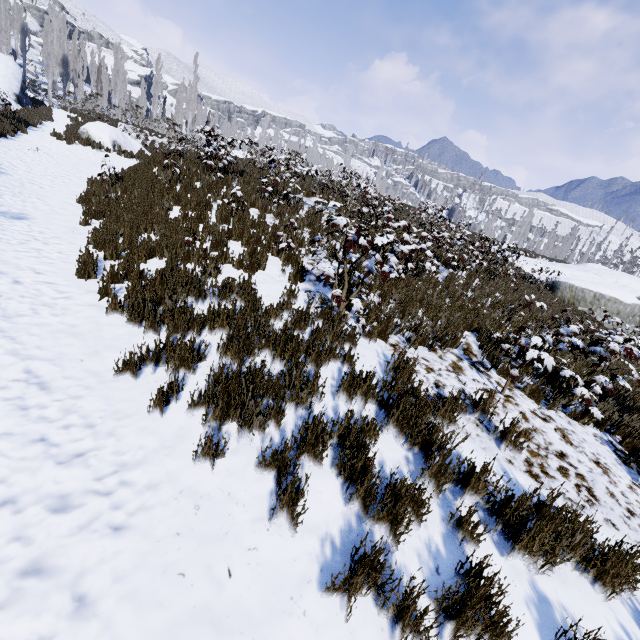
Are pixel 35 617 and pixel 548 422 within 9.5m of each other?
yes

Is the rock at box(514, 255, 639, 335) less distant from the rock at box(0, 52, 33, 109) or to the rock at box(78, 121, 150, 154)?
the rock at box(78, 121, 150, 154)

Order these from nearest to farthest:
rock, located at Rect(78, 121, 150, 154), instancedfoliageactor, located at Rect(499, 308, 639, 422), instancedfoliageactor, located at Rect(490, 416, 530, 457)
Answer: instancedfoliageactor, located at Rect(490, 416, 530, 457) < instancedfoliageactor, located at Rect(499, 308, 639, 422) < rock, located at Rect(78, 121, 150, 154)

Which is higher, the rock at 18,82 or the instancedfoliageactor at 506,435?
the rock at 18,82

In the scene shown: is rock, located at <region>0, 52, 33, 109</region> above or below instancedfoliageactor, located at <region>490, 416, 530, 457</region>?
above

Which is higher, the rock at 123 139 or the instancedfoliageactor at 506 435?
the rock at 123 139

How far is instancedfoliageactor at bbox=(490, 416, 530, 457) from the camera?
3.6m

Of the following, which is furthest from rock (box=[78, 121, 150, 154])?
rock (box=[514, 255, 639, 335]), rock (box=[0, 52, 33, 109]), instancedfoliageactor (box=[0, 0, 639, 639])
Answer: rock (box=[514, 255, 639, 335])
